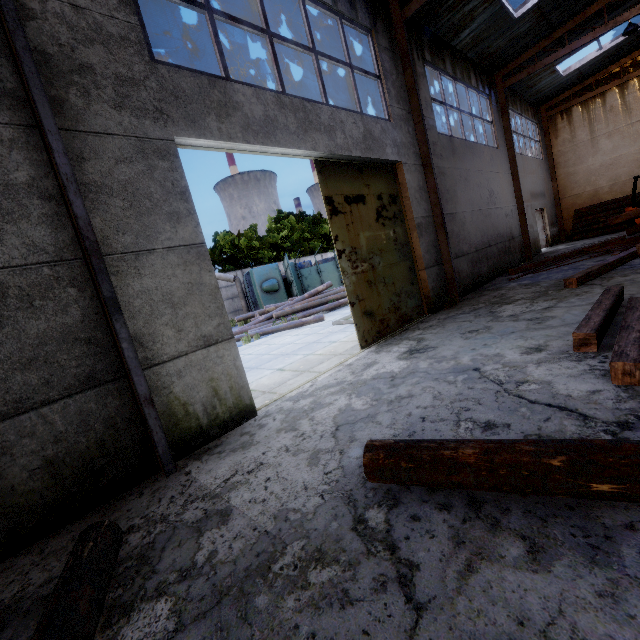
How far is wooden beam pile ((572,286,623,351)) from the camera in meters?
3.8

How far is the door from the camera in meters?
6.4

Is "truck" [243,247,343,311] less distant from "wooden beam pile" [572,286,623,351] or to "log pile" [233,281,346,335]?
"log pile" [233,281,346,335]

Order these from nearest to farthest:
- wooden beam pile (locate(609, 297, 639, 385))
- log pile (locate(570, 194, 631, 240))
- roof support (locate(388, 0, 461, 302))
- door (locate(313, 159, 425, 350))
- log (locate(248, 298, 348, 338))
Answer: wooden beam pile (locate(609, 297, 639, 385)) < door (locate(313, 159, 425, 350)) < roof support (locate(388, 0, 461, 302)) < log (locate(248, 298, 348, 338)) < log pile (locate(570, 194, 631, 240))

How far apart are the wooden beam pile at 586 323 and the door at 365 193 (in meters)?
3.49

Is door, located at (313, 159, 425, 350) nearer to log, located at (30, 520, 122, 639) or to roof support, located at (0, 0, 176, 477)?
roof support, located at (0, 0, 176, 477)

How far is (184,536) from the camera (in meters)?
2.53

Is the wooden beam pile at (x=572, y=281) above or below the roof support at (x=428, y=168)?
below
